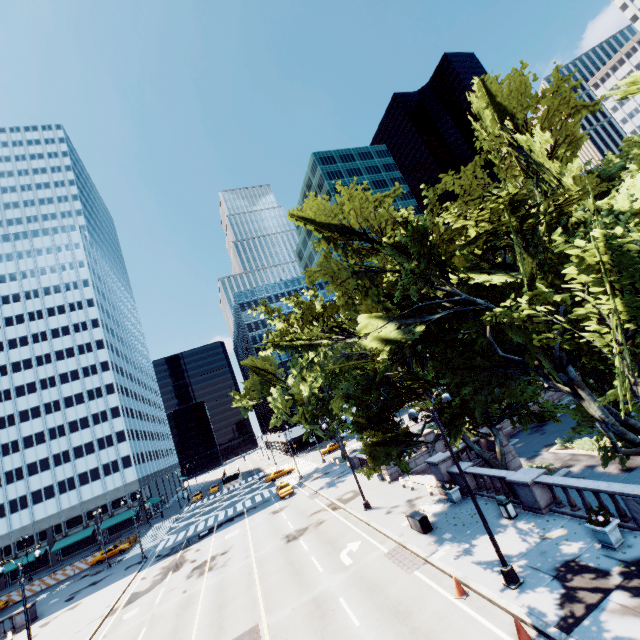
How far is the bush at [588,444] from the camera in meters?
23.5 m

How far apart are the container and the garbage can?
3.93m

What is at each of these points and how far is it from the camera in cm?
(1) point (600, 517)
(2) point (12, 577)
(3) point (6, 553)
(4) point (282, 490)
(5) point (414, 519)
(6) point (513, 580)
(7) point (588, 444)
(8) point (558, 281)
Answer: (1) plant, 1199
(2) building, 5909
(3) building, 5988
(4) vehicle, 4038
(5) container, 1883
(6) light, 1205
(7) bush, 2367
(8) tree, 1115

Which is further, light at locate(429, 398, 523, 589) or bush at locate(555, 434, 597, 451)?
bush at locate(555, 434, 597, 451)

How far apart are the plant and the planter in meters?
0.0 m

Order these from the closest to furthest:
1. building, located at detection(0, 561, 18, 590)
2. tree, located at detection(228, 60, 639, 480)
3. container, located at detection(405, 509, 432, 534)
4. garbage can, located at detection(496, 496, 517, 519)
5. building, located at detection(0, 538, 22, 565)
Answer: tree, located at detection(228, 60, 639, 480)
garbage can, located at detection(496, 496, 517, 519)
container, located at detection(405, 509, 432, 534)
building, located at detection(0, 561, 18, 590)
building, located at detection(0, 538, 22, 565)

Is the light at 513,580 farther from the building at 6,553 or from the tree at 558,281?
the building at 6,553

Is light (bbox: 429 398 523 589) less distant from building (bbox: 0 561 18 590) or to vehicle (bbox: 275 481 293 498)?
vehicle (bbox: 275 481 293 498)
